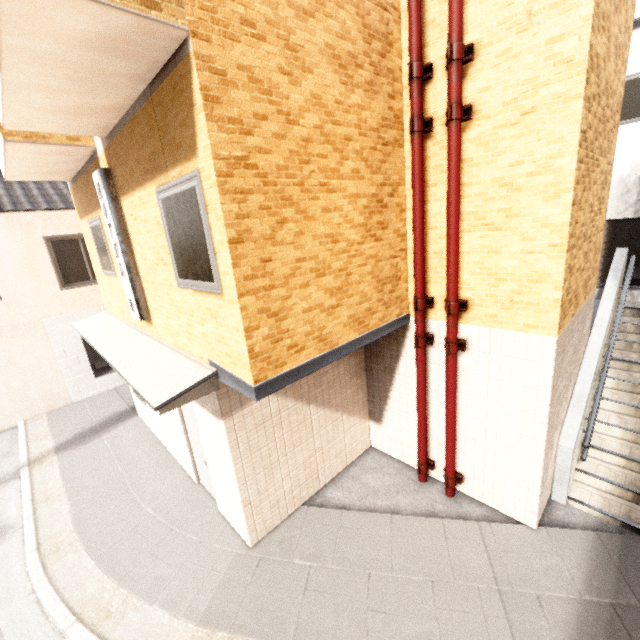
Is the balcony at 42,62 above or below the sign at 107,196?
above

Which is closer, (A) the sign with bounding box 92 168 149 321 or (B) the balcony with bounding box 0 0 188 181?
(B) the balcony with bounding box 0 0 188 181

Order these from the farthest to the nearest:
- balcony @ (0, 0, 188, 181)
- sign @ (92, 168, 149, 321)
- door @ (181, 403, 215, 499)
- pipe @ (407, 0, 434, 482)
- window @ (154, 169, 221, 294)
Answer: door @ (181, 403, 215, 499) → sign @ (92, 168, 149, 321) → pipe @ (407, 0, 434, 482) → window @ (154, 169, 221, 294) → balcony @ (0, 0, 188, 181)

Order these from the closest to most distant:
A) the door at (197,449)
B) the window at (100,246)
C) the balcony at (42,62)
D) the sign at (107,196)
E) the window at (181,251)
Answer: the balcony at (42,62)
the window at (181,251)
the sign at (107,196)
the door at (197,449)
the window at (100,246)

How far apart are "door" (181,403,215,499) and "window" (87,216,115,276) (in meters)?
2.57

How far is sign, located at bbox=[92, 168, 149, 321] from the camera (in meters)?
4.76

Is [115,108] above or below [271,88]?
above

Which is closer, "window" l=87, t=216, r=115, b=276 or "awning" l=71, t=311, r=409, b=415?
"awning" l=71, t=311, r=409, b=415
